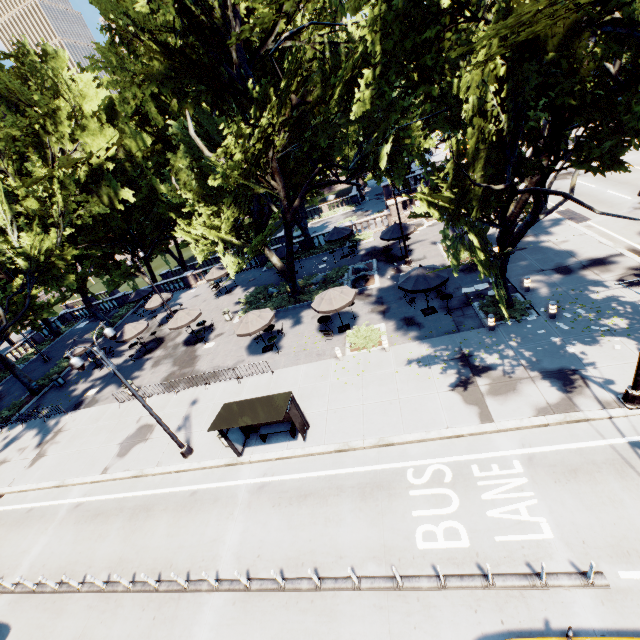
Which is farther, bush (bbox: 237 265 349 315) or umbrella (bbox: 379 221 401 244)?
bush (bbox: 237 265 349 315)

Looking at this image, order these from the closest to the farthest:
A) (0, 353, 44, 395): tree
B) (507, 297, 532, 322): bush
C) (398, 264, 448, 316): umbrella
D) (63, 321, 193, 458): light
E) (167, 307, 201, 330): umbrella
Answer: (63, 321, 193, 458): light, (507, 297, 532, 322): bush, (398, 264, 448, 316): umbrella, (167, 307, 201, 330): umbrella, (0, 353, 44, 395): tree

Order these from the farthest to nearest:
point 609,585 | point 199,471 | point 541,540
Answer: point 199,471, point 541,540, point 609,585

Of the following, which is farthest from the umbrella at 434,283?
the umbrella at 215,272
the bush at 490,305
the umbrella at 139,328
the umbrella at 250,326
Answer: the umbrella at 139,328

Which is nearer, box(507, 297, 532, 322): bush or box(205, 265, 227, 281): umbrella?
box(507, 297, 532, 322): bush

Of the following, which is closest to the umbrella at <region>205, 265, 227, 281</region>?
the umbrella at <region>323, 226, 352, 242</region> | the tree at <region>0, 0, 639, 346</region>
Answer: the tree at <region>0, 0, 639, 346</region>

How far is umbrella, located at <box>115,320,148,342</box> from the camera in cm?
2562

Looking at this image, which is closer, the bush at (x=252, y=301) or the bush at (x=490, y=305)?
the bush at (x=490, y=305)
